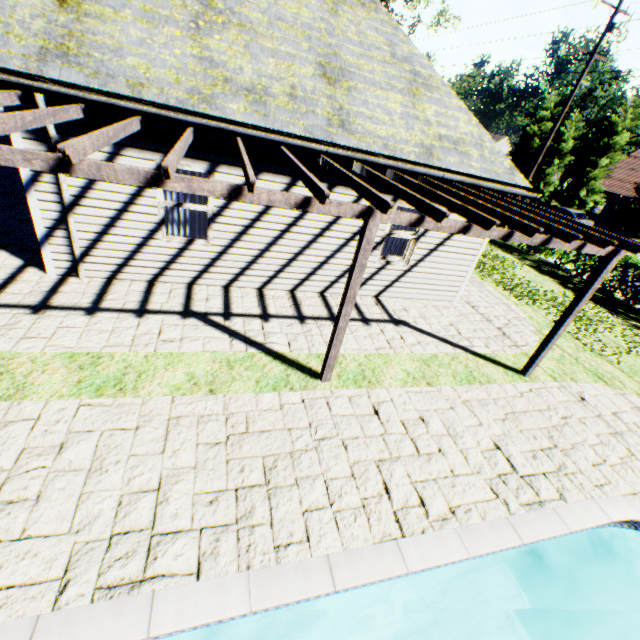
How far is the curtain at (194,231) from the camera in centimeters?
679cm

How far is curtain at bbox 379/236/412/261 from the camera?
8.45m

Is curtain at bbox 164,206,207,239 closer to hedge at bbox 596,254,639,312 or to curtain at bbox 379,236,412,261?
curtain at bbox 379,236,412,261

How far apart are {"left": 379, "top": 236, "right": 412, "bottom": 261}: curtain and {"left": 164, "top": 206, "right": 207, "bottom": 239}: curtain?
3.9m

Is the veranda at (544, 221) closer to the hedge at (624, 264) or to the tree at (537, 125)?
the hedge at (624, 264)

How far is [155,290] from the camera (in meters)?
6.89

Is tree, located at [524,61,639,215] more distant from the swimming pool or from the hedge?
the swimming pool

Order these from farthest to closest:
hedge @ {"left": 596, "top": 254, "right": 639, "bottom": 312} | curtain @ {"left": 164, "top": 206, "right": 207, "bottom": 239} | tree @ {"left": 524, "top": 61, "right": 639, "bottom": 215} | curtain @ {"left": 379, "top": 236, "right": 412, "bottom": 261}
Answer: tree @ {"left": 524, "top": 61, "right": 639, "bottom": 215}, hedge @ {"left": 596, "top": 254, "right": 639, "bottom": 312}, curtain @ {"left": 379, "top": 236, "right": 412, "bottom": 261}, curtain @ {"left": 164, "top": 206, "right": 207, "bottom": 239}
